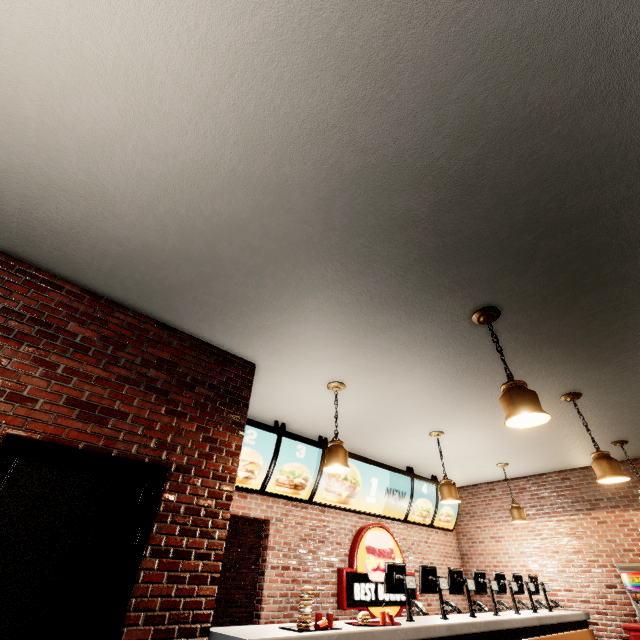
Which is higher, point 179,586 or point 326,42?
point 326,42
